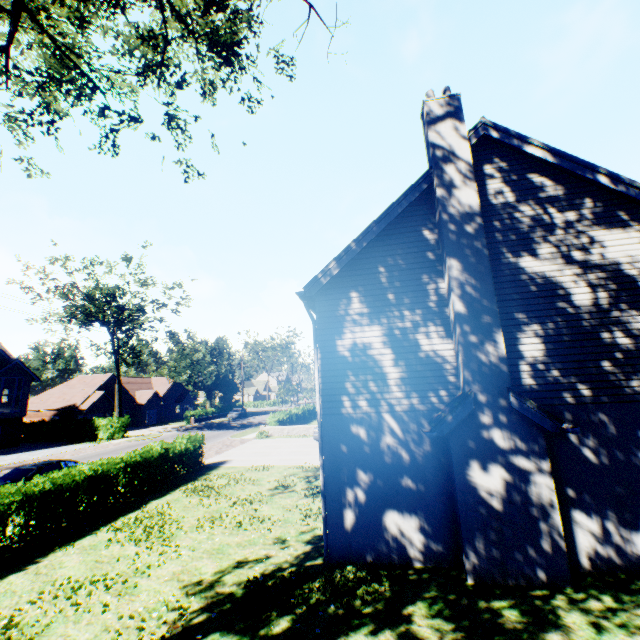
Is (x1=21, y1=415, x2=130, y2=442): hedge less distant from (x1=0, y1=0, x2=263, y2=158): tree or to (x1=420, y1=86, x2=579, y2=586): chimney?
(x1=0, y1=0, x2=263, y2=158): tree

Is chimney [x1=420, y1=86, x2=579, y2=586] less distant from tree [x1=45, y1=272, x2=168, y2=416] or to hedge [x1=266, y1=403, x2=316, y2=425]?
tree [x1=45, y1=272, x2=168, y2=416]

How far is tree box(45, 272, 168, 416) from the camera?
32.22m

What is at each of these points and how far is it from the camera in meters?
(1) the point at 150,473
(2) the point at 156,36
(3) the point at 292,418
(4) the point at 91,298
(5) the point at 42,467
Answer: (1) hedge, 15.3 m
(2) tree, 9.3 m
(3) hedge, 36.1 m
(4) tree, 31.9 m
(5) car, 13.9 m

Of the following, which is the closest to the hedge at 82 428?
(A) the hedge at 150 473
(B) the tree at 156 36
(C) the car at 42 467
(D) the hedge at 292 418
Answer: (B) the tree at 156 36

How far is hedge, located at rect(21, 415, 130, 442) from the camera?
34.3 meters

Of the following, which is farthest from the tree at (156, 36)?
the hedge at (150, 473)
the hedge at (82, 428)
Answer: the hedge at (150, 473)

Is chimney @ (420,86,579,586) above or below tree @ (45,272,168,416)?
below
